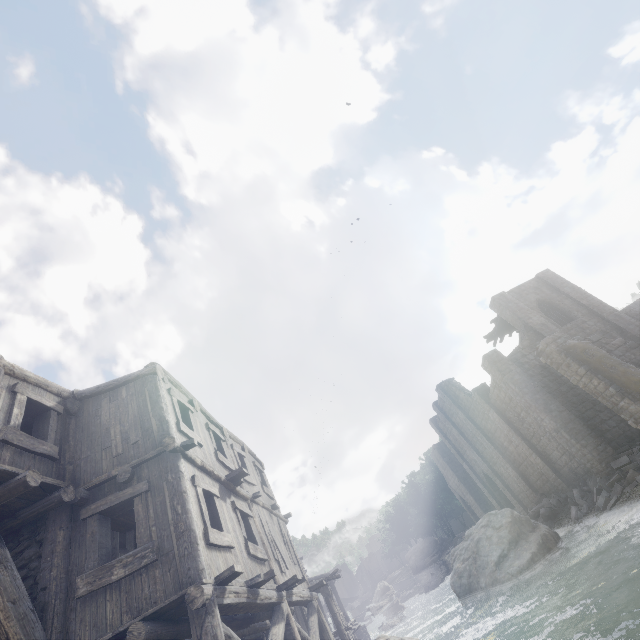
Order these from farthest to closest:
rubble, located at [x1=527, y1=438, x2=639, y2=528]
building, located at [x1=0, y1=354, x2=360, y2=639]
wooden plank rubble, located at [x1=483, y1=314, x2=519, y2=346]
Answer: wooden plank rubble, located at [x1=483, y1=314, x2=519, y2=346] → rubble, located at [x1=527, y1=438, x2=639, y2=528] → building, located at [x1=0, y1=354, x2=360, y2=639]

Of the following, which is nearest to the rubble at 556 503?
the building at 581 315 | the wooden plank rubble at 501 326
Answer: the building at 581 315

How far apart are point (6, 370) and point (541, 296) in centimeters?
3182cm

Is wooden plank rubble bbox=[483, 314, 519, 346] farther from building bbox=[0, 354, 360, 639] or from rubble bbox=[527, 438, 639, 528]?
rubble bbox=[527, 438, 639, 528]

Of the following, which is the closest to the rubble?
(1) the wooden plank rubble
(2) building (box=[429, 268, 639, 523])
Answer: (2) building (box=[429, 268, 639, 523])

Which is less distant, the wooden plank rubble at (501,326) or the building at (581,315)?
the building at (581,315)

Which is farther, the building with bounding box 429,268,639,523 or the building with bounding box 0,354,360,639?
the building with bounding box 429,268,639,523
